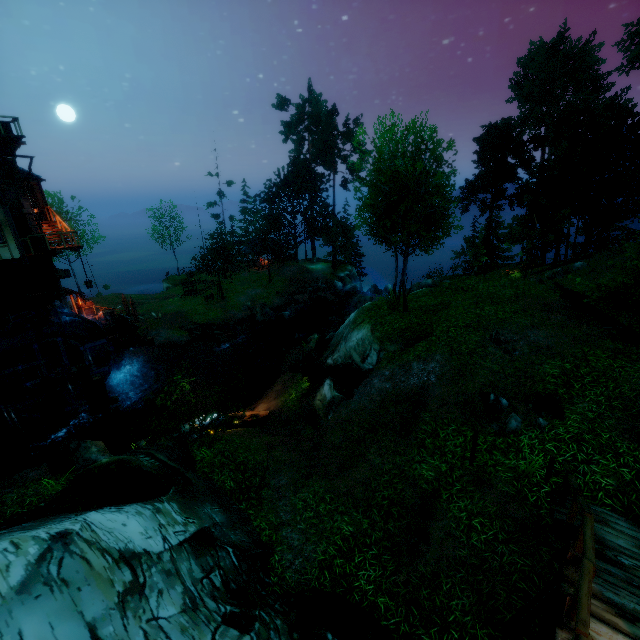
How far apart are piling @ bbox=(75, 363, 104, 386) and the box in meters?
6.9 m

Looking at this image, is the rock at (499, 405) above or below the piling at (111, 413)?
above

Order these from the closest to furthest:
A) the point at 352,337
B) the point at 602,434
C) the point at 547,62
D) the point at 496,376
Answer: the point at 602,434 < the point at 496,376 < the point at 352,337 < the point at 547,62

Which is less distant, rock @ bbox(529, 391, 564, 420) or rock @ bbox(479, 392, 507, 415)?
rock @ bbox(529, 391, 564, 420)

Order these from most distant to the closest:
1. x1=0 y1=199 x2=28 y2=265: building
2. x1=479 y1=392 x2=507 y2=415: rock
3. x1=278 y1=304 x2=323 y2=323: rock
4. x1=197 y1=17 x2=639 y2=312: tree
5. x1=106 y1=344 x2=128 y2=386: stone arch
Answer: x1=278 y1=304 x2=323 y2=323: rock < x1=106 y1=344 x2=128 y2=386: stone arch < x1=0 y1=199 x2=28 y2=265: building < x1=197 y1=17 x2=639 y2=312: tree < x1=479 y1=392 x2=507 y2=415: rock

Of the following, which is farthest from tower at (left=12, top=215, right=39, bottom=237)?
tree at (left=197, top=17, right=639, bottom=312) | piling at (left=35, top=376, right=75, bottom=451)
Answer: tree at (left=197, top=17, right=639, bottom=312)

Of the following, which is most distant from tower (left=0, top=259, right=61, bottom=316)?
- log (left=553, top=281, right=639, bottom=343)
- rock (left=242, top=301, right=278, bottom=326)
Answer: log (left=553, top=281, right=639, bottom=343)

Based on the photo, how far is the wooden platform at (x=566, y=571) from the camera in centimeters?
423cm
